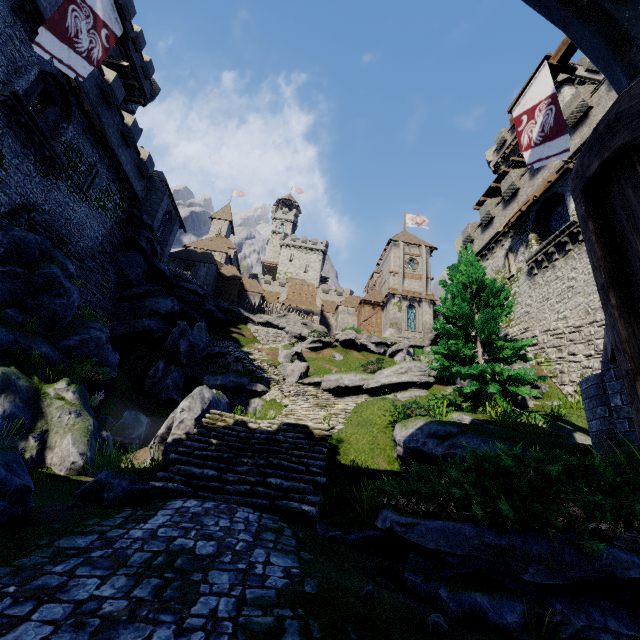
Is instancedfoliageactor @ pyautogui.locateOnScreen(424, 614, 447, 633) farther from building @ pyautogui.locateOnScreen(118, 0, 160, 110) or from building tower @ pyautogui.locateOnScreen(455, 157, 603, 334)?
building @ pyautogui.locateOnScreen(118, 0, 160, 110)

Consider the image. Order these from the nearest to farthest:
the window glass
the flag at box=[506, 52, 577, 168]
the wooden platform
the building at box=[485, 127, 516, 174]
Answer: the flag at box=[506, 52, 577, 168]
the window glass
the wooden platform
the building at box=[485, 127, 516, 174]

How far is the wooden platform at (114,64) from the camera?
27.79m

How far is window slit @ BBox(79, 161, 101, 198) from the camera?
21.0 meters

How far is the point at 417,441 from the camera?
9.0 meters

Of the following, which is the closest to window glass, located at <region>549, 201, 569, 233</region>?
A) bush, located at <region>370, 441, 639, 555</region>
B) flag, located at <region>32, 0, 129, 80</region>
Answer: bush, located at <region>370, 441, 639, 555</region>

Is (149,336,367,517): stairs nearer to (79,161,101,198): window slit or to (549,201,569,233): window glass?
(79,161,101,198): window slit

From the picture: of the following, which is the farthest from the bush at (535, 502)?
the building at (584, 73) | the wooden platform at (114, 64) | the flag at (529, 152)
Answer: the wooden platform at (114, 64)
